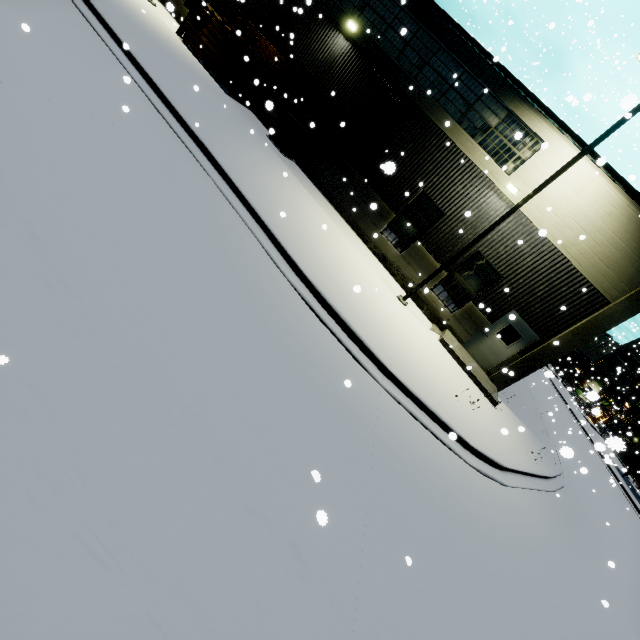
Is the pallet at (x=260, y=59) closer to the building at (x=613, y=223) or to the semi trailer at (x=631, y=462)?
the building at (x=613, y=223)

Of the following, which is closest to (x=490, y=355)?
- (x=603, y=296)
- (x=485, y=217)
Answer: (x=603, y=296)

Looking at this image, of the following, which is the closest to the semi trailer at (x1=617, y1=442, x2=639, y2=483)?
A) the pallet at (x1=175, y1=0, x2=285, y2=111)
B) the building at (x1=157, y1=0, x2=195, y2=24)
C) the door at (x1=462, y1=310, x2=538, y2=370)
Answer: the building at (x1=157, y1=0, x2=195, y2=24)

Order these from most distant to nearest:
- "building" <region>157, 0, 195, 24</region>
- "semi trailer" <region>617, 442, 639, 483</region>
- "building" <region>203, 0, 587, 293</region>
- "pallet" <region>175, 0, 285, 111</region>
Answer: "semi trailer" <region>617, 442, 639, 483</region> → "pallet" <region>175, 0, 285, 111</region> → "building" <region>203, 0, 587, 293</region> → "building" <region>157, 0, 195, 24</region>

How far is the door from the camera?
13.05m

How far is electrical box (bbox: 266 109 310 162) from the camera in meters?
14.7

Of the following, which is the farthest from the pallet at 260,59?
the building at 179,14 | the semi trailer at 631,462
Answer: the semi trailer at 631,462

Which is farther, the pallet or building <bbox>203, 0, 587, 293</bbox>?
the pallet
